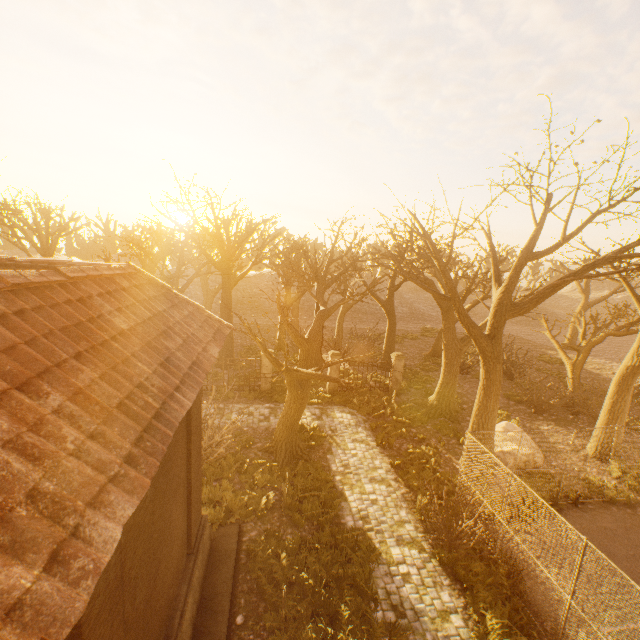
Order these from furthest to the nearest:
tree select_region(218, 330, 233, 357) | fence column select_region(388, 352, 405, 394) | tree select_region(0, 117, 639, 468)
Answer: tree select_region(218, 330, 233, 357) < fence column select_region(388, 352, 405, 394) < tree select_region(0, 117, 639, 468)

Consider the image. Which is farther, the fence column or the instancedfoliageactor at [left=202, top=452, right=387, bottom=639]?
the fence column

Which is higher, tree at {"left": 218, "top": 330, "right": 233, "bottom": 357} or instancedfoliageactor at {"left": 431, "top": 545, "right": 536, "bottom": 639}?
tree at {"left": 218, "top": 330, "right": 233, "bottom": 357}

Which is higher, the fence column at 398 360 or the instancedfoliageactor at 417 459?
A: the fence column at 398 360

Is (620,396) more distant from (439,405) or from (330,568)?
(330,568)

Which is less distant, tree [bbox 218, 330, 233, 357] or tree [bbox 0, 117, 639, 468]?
tree [bbox 0, 117, 639, 468]

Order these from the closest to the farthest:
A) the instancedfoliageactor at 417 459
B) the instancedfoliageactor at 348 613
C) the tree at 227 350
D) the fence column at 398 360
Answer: the instancedfoliageactor at 348 613 → the instancedfoliageactor at 417 459 → the fence column at 398 360 → the tree at 227 350

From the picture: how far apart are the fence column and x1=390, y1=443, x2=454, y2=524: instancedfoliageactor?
7.6 meters
